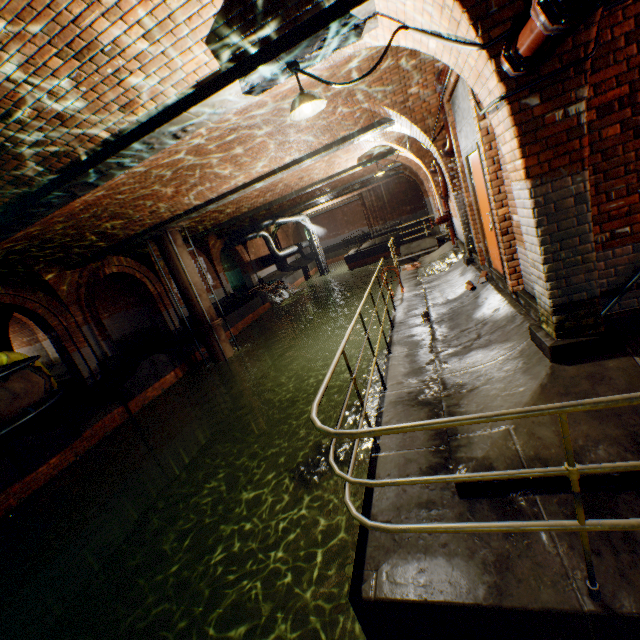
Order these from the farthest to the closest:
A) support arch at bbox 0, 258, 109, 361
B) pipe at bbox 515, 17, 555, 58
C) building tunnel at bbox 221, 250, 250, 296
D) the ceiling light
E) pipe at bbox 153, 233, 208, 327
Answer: building tunnel at bbox 221, 250, 250, 296
pipe at bbox 153, 233, 208, 327
support arch at bbox 0, 258, 109, 361
the ceiling light
pipe at bbox 515, 17, 555, 58

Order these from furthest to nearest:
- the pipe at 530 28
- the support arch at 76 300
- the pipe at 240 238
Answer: the pipe at 240 238 < the support arch at 76 300 < the pipe at 530 28

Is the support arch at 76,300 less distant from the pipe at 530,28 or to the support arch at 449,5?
the support arch at 449,5

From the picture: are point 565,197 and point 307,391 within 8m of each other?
no

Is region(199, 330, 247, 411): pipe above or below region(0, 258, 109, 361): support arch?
below

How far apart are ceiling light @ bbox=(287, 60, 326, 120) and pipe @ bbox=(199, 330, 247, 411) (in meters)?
11.04

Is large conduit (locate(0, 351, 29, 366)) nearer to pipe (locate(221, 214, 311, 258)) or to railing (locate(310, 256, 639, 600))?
railing (locate(310, 256, 639, 600))

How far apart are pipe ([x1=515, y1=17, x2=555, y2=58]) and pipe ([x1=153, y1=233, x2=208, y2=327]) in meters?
12.7
